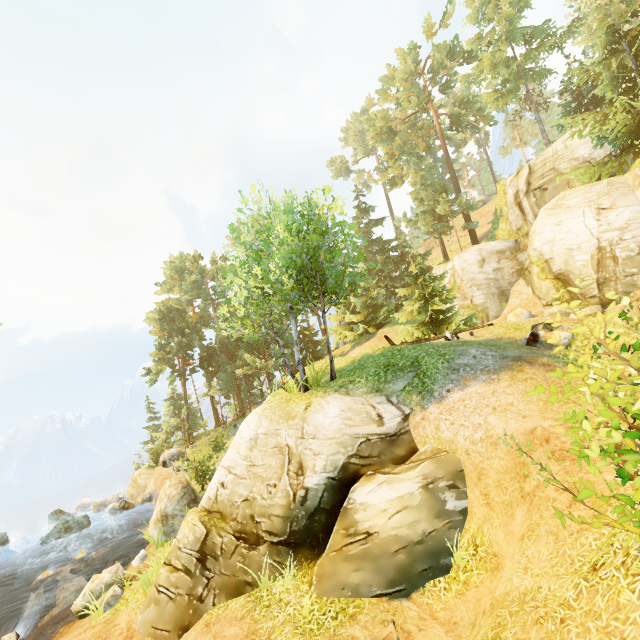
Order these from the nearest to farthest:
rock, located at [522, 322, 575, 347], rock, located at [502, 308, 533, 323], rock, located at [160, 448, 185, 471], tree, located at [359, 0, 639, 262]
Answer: rock, located at [522, 322, 575, 347], tree, located at [359, 0, 639, 262], rock, located at [502, 308, 533, 323], rock, located at [160, 448, 185, 471]

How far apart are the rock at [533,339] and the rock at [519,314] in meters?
9.2

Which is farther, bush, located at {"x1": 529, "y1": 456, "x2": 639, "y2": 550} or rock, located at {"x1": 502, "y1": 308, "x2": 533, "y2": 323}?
rock, located at {"x1": 502, "y1": 308, "x2": 533, "y2": 323}

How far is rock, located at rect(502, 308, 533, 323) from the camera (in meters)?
21.14

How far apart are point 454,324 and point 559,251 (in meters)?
7.13

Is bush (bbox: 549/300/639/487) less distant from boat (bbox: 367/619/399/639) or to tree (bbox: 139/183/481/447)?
boat (bbox: 367/619/399/639)

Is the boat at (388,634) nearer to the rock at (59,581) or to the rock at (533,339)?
the rock at (533,339)

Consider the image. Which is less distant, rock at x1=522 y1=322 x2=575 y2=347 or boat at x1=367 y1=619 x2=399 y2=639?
boat at x1=367 y1=619 x2=399 y2=639
